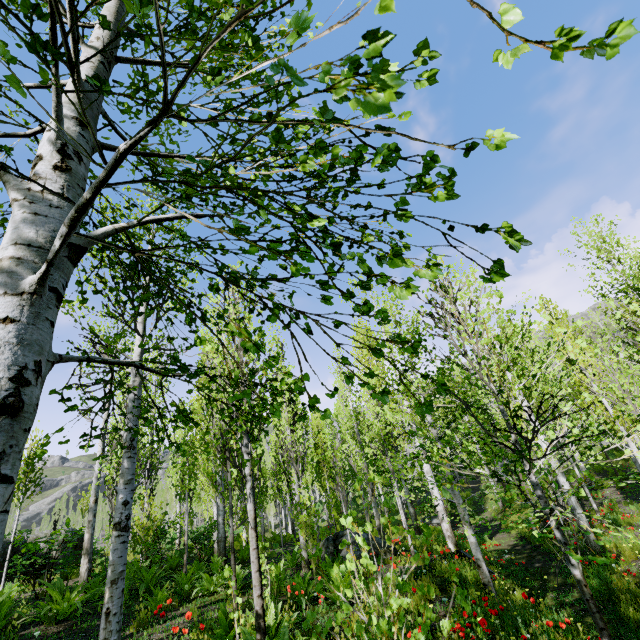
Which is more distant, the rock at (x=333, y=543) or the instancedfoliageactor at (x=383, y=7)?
the rock at (x=333, y=543)

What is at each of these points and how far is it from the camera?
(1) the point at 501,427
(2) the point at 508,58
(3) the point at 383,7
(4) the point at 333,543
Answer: (1) instancedfoliageactor, 20.7 meters
(2) instancedfoliageactor, 0.9 meters
(3) instancedfoliageactor, 0.7 meters
(4) rock, 11.0 meters

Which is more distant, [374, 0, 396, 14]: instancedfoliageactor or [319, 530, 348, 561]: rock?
[319, 530, 348, 561]: rock

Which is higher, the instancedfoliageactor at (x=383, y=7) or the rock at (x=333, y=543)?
the instancedfoliageactor at (x=383, y=7)

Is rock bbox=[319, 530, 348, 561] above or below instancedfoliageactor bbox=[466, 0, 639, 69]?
below
